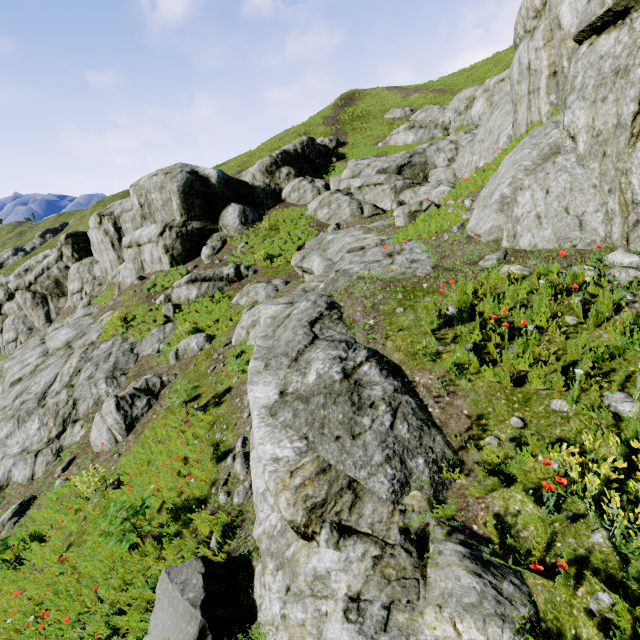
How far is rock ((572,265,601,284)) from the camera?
4.7m

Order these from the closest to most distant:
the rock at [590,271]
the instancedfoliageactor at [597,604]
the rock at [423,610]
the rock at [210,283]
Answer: the instancedfoliageactor at [597,604] → the rock at [423,610] → the rock at [590,271] → the rock at [210,283]

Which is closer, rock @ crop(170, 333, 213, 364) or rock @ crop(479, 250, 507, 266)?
rock @ crop(479, 250, 507, 266)

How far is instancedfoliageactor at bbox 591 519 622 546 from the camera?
2.5 meters

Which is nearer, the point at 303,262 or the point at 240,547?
the point at 240,547

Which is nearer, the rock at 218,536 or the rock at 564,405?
the rock at 564,405

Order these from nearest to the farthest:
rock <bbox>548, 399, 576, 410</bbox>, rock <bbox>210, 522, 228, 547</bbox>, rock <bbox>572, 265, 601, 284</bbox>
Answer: rock <bbox>548, 399, 576, 410</bbox>, rock <bbox>572, 265, 601, 284</bbox>, rock <bbox>210, 522, 228, 547</bbox>

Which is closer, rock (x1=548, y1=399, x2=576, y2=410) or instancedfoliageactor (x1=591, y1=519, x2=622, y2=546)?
instancedfoliageactor (x1=591, y1=519, x2=622, y2=546)
